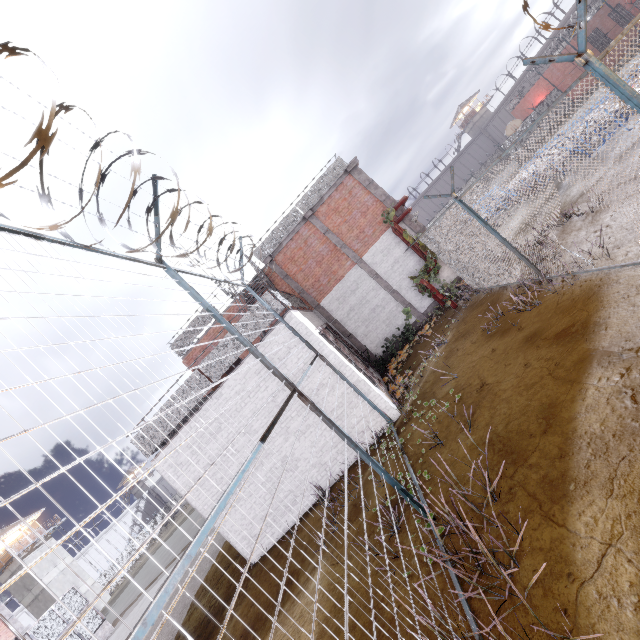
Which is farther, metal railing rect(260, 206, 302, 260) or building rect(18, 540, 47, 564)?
building rect(18, 540, 47, 564)

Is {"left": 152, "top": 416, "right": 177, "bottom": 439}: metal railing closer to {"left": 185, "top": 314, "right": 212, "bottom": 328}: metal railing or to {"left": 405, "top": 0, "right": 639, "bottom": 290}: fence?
{"left": 405, "top": 0, "right": 639, "bottom": 290}: fence

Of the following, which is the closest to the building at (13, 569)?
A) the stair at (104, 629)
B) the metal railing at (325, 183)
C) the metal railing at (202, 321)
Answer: the stair at (104, 629)

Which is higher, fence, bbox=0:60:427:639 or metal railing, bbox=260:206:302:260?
metal railing, bbox=260:206:302:260

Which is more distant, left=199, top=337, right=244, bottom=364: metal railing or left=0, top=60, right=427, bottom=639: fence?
left=199, top=337, right=244, bottom=364: metal railing

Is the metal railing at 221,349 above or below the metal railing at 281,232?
below

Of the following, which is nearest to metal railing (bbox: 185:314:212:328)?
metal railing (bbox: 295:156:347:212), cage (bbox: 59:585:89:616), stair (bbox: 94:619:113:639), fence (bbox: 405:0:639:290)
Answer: cage (bbox: 59:585:89:616)

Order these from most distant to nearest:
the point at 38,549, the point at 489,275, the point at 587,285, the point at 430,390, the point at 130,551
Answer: the point at 130,551, the point at 38,549, the point at 489,275, the point at 430,390, the point at 587,285
